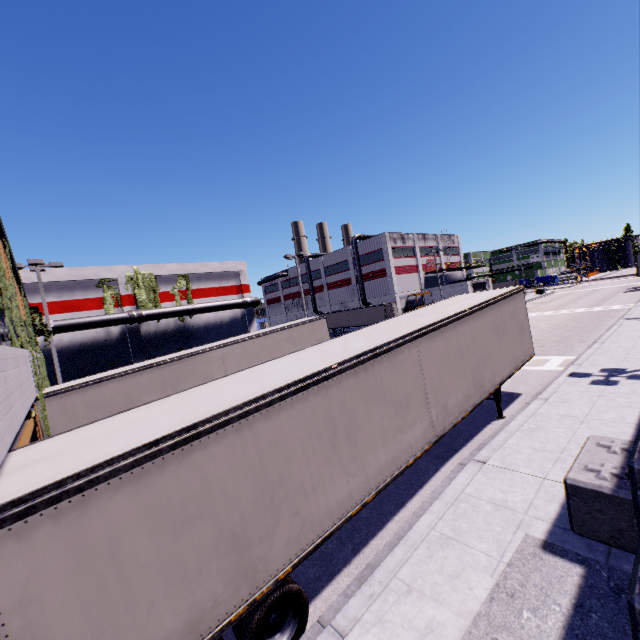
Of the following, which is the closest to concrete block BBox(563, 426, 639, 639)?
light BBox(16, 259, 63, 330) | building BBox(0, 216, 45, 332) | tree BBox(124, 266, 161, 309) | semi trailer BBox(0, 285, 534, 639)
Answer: building BBox(0, 216, 45, 332)

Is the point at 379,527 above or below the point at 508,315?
below

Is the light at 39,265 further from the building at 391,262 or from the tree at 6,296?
the tree at 6,296

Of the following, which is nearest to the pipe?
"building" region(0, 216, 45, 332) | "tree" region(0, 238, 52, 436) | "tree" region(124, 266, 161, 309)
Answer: "building" region(0, 216, 45, 332)

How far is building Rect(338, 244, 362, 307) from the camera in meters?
57.8 m

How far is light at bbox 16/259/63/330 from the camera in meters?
17.5

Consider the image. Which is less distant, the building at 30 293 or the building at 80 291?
the building at 30 293
